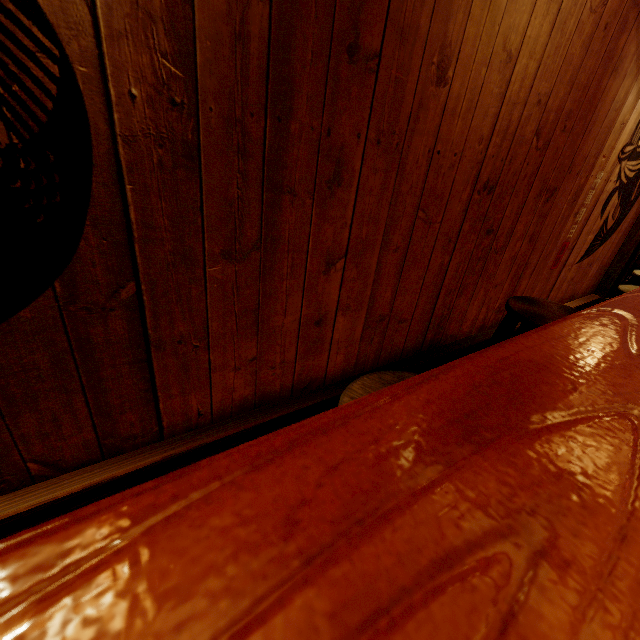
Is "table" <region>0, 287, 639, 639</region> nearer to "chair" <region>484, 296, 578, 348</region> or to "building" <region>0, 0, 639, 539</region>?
"chair" <region>484, 296, 578, 348</region>

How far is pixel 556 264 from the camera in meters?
5.7 m

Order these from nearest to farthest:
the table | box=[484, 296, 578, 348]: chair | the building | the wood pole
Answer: the table < the building < box=[484, 296, 578, 348]: chair < the wood pole

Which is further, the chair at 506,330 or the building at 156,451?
the chair at 506,330

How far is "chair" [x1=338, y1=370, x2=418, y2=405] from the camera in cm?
180

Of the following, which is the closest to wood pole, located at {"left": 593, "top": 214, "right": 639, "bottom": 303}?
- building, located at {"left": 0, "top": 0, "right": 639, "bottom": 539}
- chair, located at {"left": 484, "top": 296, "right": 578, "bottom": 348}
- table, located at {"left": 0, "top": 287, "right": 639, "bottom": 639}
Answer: building, located at {"left": 0, "top": 0, "right": 639, "bottom": 539}

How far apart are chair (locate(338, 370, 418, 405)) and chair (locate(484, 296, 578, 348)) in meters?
1.6 m

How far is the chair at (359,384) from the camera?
1.8m
